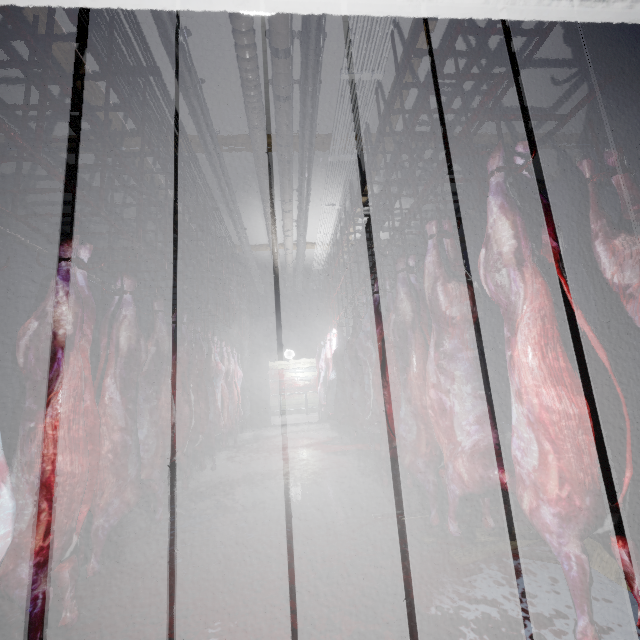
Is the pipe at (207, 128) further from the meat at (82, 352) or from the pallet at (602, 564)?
the pallet at (602, 564)

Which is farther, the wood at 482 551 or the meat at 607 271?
the wood at 482 551

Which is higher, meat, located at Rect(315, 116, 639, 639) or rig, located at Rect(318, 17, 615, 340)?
rig, located at Rect(318, 17, 615, 340)

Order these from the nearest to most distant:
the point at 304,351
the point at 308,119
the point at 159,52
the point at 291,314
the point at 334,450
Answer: the point at 159,52 < the point at 308,119 < the point at 334,450 < the point at 304,351 < the point at 291,314

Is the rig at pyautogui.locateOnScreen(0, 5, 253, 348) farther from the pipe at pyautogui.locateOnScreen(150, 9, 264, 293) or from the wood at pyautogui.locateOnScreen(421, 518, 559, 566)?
the wood at pyautogui.locateOnScreen(421, 518, 559, 566)

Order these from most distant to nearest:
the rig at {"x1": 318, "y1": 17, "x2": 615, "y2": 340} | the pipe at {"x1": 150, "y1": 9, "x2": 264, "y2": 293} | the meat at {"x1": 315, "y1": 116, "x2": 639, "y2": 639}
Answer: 1. the pipe at {"x1": 150, "y1": 9, "x2": 264, "y2": 293}
2. the rig at {"x1": 318, "y1": 17, "x2": 615, "y2": 340}
3. the meat at {"x1": 315, "y1": 116, "x2": 639, "y2": 639}

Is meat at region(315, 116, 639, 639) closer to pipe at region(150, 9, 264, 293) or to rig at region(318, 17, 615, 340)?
rig at region(318, 17, 615, 340)

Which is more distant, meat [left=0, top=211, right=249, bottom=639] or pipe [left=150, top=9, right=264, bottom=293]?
pipe [left=150, top=9, right=264, bottom=293]
